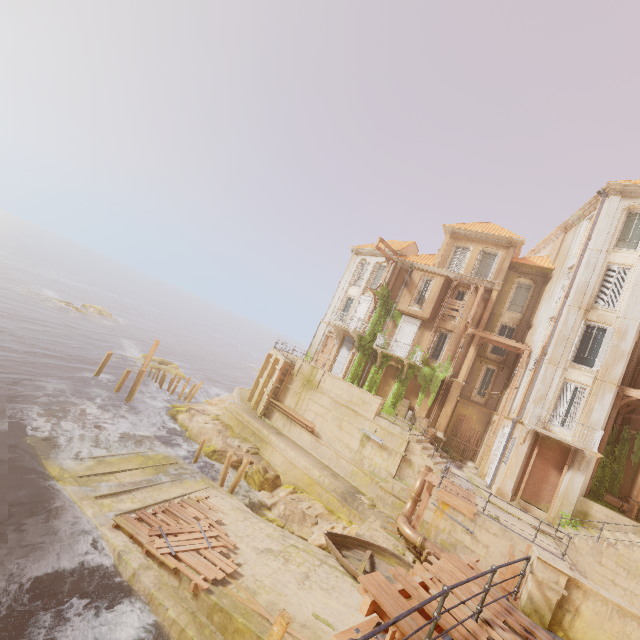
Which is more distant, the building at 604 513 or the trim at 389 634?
the building at 604 513

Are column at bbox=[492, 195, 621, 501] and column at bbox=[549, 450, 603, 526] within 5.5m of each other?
yes

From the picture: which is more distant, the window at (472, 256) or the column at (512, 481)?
the window at (472, 256)

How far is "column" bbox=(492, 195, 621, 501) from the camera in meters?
18.6

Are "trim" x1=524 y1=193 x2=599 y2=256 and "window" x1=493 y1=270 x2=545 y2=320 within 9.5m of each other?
yes

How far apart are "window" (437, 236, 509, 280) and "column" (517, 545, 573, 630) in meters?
22.2

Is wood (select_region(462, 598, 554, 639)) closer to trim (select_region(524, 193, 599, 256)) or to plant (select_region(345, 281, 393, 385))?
plant (select_region(345, 281, 393, 385))

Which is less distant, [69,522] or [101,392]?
[69,522]
